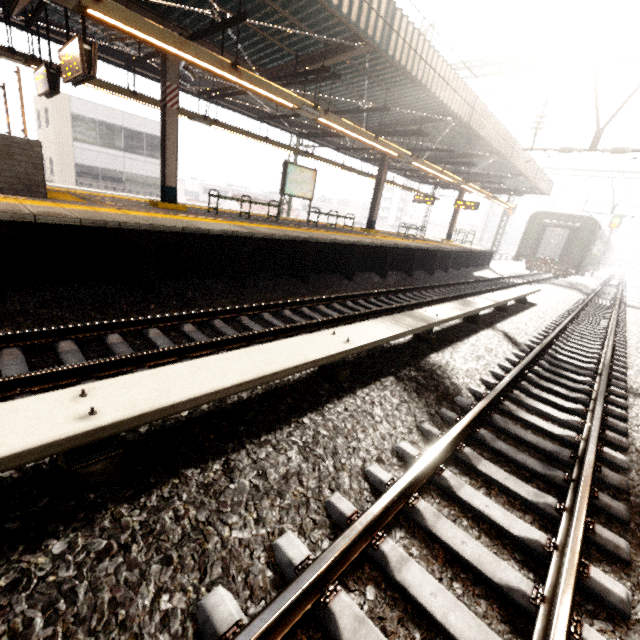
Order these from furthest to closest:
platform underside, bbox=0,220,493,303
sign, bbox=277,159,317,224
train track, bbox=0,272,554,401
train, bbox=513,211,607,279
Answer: train, bbox=513,211,607,279
sign, bbox=277,159,317,224
platform underside, bbox=0,220,493,303
train track, bbox=0,272,554,401

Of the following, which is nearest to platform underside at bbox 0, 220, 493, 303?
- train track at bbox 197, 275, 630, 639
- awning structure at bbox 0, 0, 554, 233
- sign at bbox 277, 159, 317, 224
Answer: awning structure at bbox 0, 0, 554, 233

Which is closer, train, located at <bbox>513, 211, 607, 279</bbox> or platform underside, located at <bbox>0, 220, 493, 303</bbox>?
platform underside, located at <bbox>0, 220, 493, 303</bbox>

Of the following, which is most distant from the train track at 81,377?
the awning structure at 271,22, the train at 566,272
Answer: the train at 566,272

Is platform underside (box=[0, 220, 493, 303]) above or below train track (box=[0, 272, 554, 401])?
above

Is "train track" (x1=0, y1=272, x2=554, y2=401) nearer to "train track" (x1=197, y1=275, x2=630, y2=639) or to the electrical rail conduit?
the electrical rail conduit

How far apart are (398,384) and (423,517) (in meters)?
1.74

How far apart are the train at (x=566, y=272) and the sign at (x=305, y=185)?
18.79m
